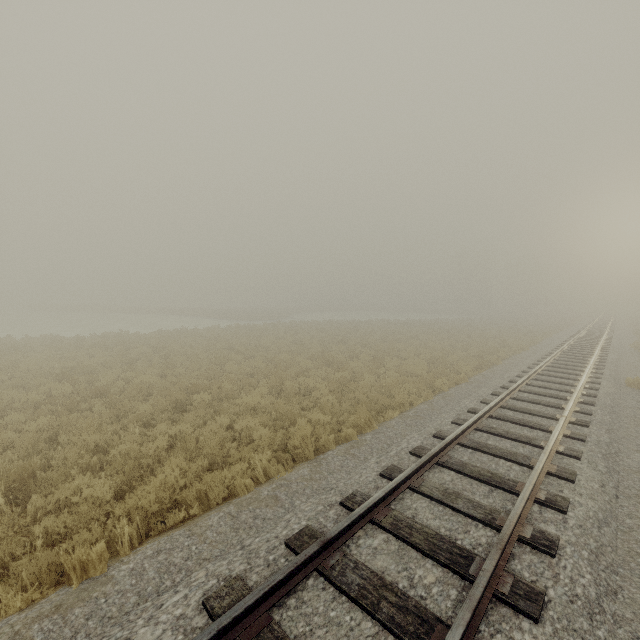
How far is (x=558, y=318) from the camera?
49.38m
